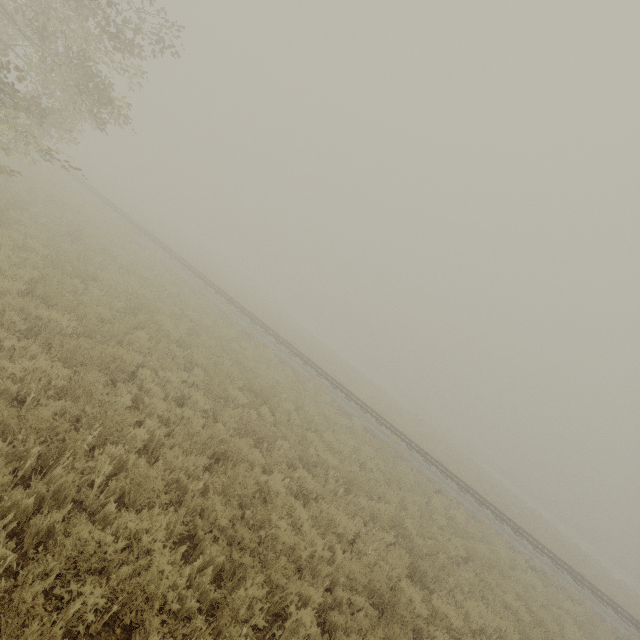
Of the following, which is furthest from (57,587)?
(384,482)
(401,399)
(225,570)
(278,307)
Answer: (401,399)
